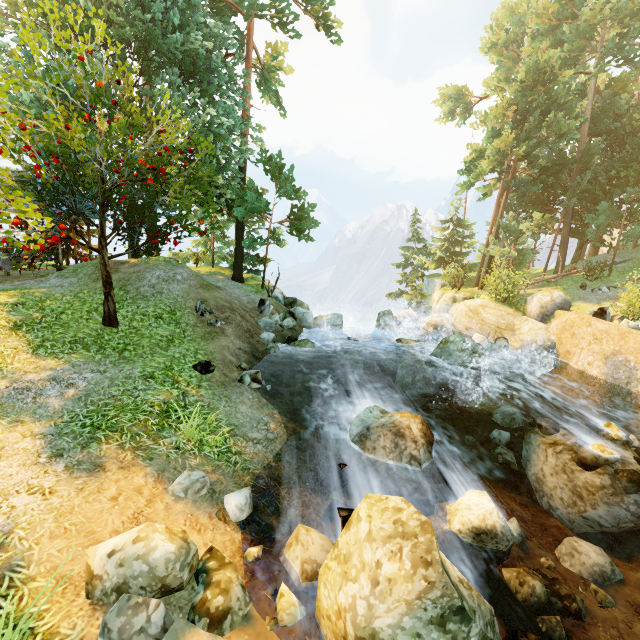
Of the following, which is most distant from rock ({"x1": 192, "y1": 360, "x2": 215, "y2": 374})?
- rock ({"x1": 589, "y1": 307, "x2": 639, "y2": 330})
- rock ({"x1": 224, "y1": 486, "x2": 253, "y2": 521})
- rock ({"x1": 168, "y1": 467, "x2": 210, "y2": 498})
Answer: rock ({"x1": 589, "y1": 307, "x2": 639, "y2": 330})

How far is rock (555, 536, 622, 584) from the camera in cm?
666

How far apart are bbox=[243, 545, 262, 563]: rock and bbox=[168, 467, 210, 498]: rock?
0.82m

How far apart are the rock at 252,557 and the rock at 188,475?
0.8m

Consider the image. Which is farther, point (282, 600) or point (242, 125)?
point (242, 125)

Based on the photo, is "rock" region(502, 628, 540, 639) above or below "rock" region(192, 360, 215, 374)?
below

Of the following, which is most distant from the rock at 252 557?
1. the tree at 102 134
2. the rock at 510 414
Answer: the rock at 510 414

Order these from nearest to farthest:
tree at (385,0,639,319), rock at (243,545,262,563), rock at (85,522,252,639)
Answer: rock at (85,522,252,639) → rock at (243,545,262,563) → tree at (385,0,639,319)
